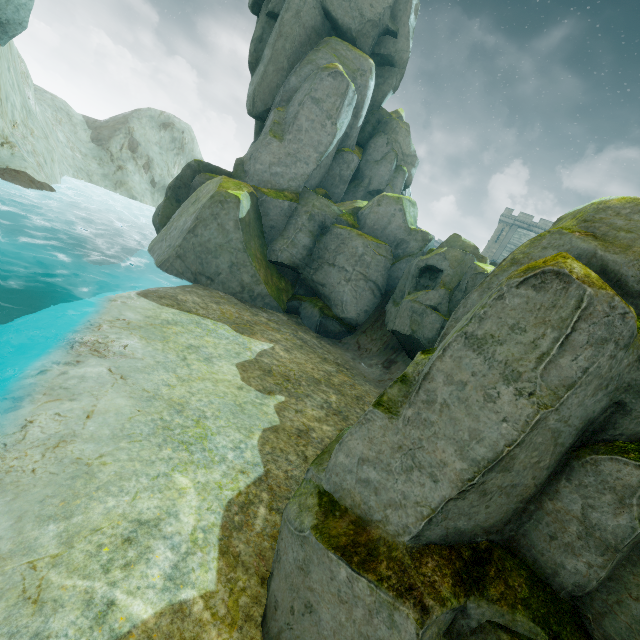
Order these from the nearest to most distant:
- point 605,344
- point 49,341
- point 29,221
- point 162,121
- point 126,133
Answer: point 605,344 < point 49,341 < point 29,221 < point 126,133 < point 162,121

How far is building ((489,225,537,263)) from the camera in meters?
46.3

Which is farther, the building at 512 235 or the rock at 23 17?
the building at 512 235

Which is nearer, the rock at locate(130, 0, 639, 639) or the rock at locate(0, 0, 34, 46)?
the rock at locate(130, 0, 639, 639)

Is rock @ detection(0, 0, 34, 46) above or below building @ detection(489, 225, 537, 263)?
below

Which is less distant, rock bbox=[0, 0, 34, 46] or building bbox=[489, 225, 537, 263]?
Answer: rock bbox=[0, 0, 34, 46]

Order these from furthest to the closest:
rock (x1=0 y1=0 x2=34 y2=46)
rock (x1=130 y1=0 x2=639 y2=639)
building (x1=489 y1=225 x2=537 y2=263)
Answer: building (x1=489 y1=225 x2=537 y2=263) < rock (x1=0 y1=0 x2=34 y2=46) < rock (x1=130 y1=0 x2=639 y2=639)

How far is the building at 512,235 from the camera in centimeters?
4628cm
